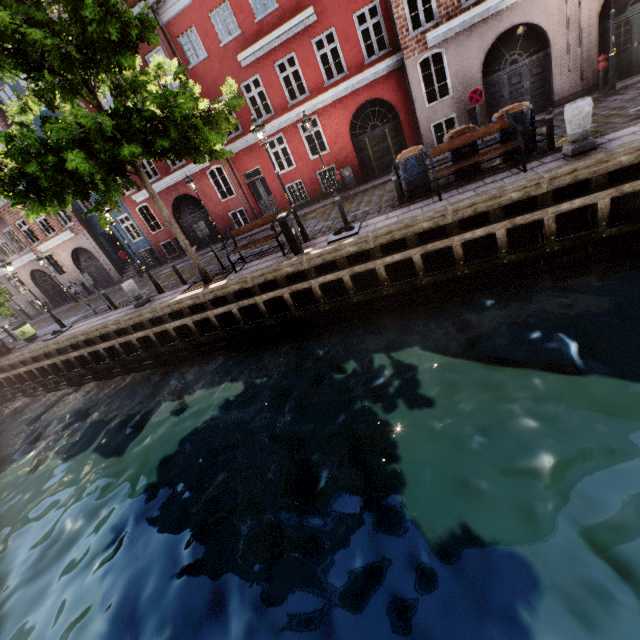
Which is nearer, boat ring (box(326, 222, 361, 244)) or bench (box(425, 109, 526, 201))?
bench (box(425, 109, 526, 201))

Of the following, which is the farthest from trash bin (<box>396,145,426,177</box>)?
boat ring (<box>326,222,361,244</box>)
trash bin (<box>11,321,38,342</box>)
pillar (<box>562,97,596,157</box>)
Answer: trash bin (<box>11,321,38,342</box>)

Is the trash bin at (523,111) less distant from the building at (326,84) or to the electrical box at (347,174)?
the building at (326,84)

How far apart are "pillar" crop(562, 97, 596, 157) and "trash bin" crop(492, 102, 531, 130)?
1.2m

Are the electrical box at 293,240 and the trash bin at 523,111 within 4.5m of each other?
no

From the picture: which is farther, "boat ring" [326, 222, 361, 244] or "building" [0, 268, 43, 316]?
"building" [0, 268, 43, 316]

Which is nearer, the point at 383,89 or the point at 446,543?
the point at 446,543

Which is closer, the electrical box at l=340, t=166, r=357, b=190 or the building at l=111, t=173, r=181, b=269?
the electrical box at l=340, t=166, r=357, b=190
